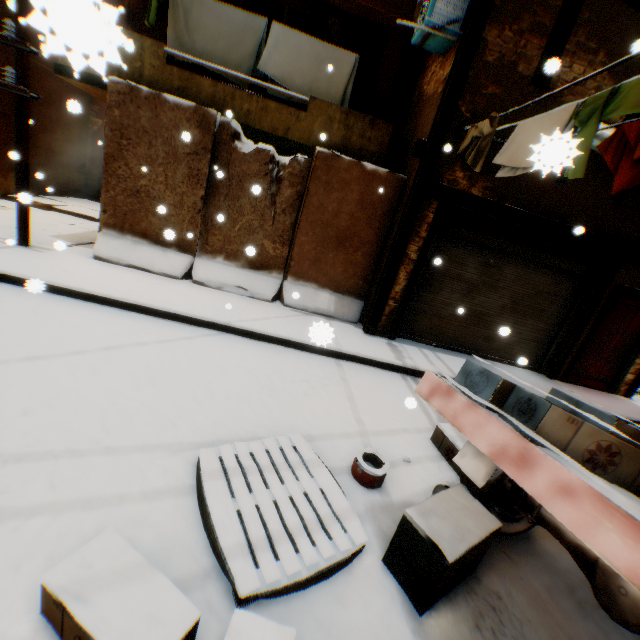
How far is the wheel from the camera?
2.76m

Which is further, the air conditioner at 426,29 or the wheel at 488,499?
the air conditioner at 426,29

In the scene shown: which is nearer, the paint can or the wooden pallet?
the wooden pallet

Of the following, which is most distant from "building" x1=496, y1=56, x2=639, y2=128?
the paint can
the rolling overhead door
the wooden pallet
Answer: the paint can

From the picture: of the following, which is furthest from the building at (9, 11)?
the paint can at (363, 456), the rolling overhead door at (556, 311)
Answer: the paint can at (363, 456)

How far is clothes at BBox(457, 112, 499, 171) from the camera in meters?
4.9 m

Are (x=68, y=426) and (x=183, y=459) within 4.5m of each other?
yes

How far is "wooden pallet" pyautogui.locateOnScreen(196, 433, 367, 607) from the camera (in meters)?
2.02
